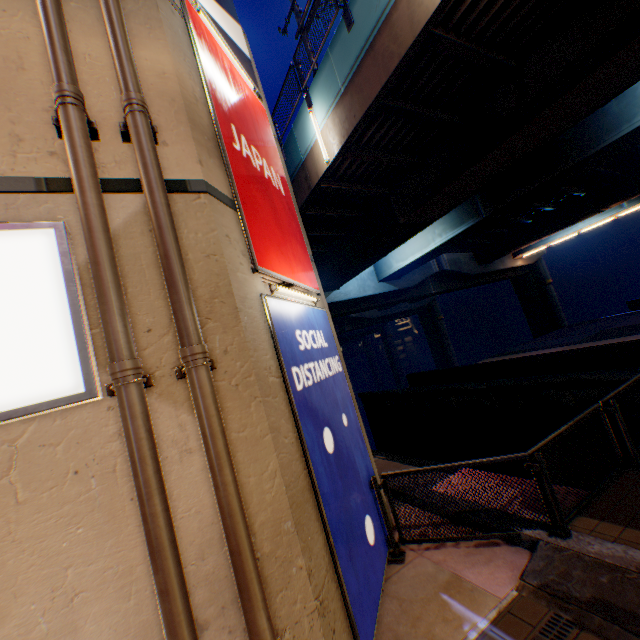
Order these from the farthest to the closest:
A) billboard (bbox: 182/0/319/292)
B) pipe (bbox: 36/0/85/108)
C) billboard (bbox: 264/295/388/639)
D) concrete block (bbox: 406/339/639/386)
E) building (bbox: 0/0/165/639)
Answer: concrete block (bbox: 406/339/639/386), billboard (bbox: 182/0/319/292), billboard (bbox: 264/295/388/639), pipe (bbox: 36/0/85/108), building (bbox: 0/0/165/639)

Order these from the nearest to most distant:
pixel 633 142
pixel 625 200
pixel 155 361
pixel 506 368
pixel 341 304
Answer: pixel 155 361, pixel 633 142, pixel 506 368, pixel 625 200, pixel 341 304

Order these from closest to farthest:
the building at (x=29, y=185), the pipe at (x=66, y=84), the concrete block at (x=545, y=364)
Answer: the building at (x=29, y=185) → the pipe at (x=66, y=84) → the concrete block at (x=545, y=364)

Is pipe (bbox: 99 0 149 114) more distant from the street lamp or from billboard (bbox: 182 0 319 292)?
the street lamp

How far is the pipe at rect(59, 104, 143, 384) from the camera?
2.6m

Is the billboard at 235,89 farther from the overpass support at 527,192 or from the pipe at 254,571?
the overpass support at 527,192

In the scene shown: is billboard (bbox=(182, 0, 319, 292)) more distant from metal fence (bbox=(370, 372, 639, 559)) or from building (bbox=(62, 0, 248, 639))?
metal fence (bbox=(370, 372, 639, 559))

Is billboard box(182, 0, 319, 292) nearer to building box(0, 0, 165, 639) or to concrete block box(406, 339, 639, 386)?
building box(0, 0, 165, 639)
